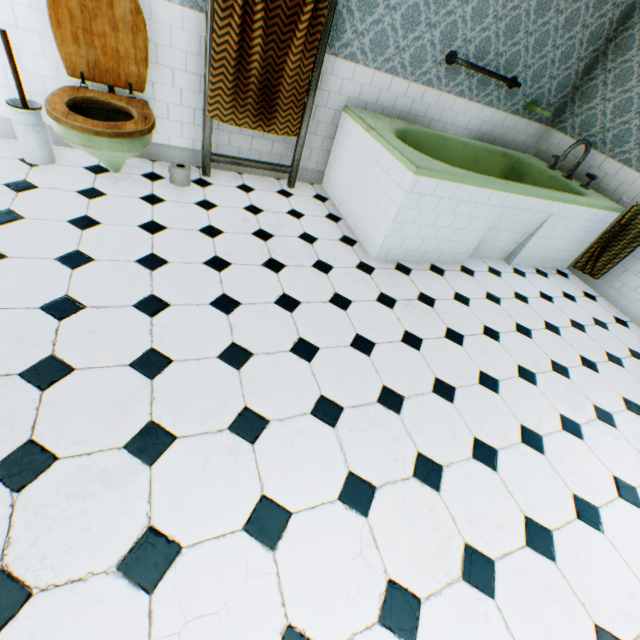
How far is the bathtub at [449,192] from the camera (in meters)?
2.63

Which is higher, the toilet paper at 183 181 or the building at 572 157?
the building at 572 157

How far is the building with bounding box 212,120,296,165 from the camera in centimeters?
310cm

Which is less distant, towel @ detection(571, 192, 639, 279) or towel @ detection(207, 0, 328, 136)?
towel @ detection(207, 0, 328, 136)

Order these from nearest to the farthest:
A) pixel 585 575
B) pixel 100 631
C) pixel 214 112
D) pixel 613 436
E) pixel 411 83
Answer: pixel 100 631 → pixel 585 575 → pixel 613 436 → pixel 214 112 → pixel 411 83

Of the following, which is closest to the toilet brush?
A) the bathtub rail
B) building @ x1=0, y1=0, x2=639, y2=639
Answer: building @ x1=0, y1=0, x2=639, y2=639

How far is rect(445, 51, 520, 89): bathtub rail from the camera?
3.2m

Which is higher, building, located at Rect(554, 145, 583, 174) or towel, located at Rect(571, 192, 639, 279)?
building, located at Rect(554, 145, 583, 174)
